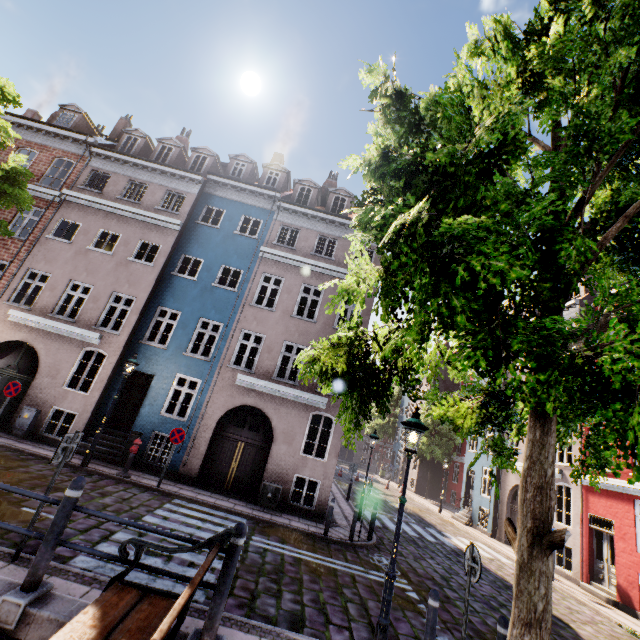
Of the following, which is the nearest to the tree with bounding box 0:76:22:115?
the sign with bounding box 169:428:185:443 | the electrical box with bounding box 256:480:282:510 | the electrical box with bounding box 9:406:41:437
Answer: the electrical box with bounding box 9:406:41:437

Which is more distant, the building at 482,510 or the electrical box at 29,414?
the building at 482,510

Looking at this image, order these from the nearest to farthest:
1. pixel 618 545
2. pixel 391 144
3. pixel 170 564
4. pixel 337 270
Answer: pixel 391 144 → pixel 170 564 → pixel 618 545 → pixel 337 270

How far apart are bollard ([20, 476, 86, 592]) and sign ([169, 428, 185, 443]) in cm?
787

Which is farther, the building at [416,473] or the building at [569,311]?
the building at [416,473]

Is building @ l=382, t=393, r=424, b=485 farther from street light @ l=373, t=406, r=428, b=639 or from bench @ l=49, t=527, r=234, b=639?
bench @ l=49, t=527, r=234, b=639

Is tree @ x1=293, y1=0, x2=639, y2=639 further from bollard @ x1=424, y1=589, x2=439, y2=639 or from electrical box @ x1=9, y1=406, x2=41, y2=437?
electrical box @ x1=9, y1=406, x2=41, y2=437

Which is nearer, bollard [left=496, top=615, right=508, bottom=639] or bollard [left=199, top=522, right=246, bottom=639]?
bollard [left=199, top=522, right=246, bottom=639]
